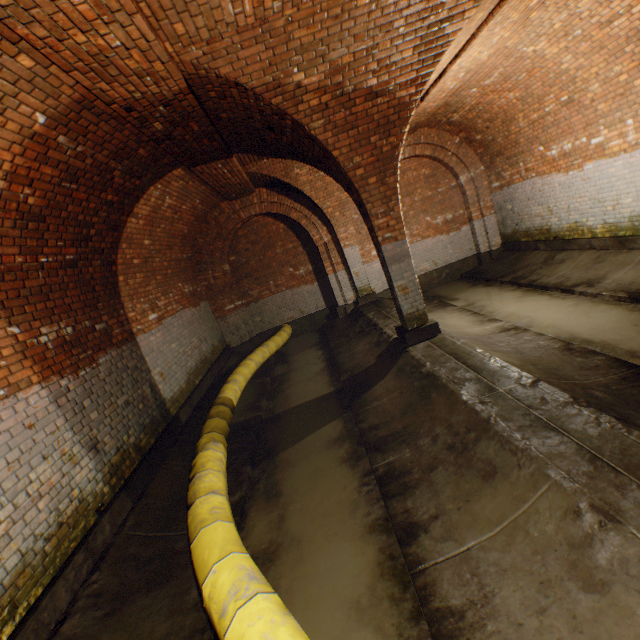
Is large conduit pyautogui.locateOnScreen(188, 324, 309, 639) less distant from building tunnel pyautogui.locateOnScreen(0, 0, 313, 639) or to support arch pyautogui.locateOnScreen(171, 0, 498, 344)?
building tunnel pyautogui.locateOnScreen(0, 0, 313, 639)

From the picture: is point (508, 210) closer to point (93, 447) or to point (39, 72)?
point (39, 72)

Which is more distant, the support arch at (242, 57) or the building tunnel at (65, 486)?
the support arch at (242, 57)

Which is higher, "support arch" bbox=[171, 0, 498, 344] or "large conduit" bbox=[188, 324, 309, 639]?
"support arch" bbox=[171, 0, 498, 344]

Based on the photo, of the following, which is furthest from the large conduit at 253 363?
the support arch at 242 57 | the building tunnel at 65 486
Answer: the support arch at 242 57

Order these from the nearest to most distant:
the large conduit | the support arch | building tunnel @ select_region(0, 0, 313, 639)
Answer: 1. the large conduit
2. building tunnel @ select_region(0, 0, 313, 639)
3. the support arch
